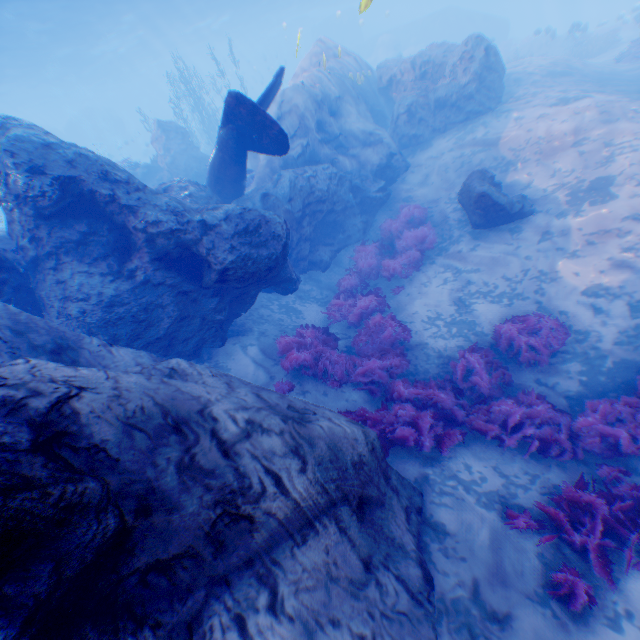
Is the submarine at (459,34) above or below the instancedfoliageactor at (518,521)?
above

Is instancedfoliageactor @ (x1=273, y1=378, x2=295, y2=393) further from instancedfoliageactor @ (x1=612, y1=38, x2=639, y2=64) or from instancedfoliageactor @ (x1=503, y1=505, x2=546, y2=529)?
instancedfoliageactor @ (x1=612, y1=38, x2=639, y2=64)

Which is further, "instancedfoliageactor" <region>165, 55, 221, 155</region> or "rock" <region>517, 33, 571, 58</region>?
"rock" <region>517, 33, 571, 58</region>

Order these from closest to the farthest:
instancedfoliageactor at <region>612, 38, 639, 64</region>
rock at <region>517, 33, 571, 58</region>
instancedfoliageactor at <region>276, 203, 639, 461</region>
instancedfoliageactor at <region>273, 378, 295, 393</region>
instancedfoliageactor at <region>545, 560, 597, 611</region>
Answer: instancedfoliageactor at <region>545, 560, 597, 611</region>
instancedfoliageactor at <region>276, 203, 639, 461</region>
instancedfoliageactor at <region>273, 378, 295, 393</region>
instancedfoliageactor at <region>612, 38, 639, 64</region>
rock at <region>517, 33, 571, 58</region>

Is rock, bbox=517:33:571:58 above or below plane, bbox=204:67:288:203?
below

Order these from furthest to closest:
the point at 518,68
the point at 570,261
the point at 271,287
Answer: the point at 518,68 → the point at 271,287 → the point at 570,261

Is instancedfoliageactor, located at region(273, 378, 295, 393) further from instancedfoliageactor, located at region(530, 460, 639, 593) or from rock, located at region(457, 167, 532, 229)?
rock, located at region(457, 167, 532, 229)

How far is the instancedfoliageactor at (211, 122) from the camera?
24.92m
